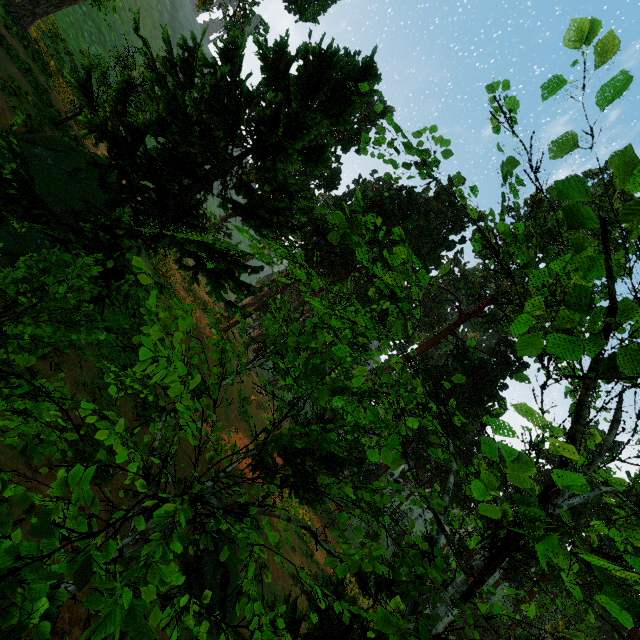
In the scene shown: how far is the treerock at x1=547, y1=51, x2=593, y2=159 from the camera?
2.8 meters

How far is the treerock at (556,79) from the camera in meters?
3.0

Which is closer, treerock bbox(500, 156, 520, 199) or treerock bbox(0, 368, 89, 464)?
treerock bbox(0, 368, 89, 464)

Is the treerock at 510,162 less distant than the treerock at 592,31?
No

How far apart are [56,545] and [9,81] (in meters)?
18.01
